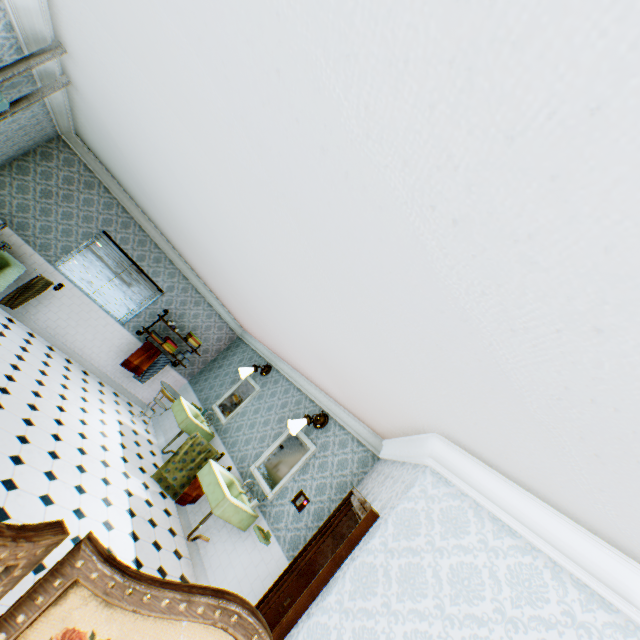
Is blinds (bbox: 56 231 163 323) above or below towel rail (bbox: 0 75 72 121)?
below

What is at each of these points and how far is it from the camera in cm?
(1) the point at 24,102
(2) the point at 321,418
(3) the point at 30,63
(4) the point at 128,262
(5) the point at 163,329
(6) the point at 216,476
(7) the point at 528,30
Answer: (1) towel rail, 323
(2) wall light, 545
(3) towel rail, 260
(4) blinds, 709
(5) building, 785
(6) hand sink, 471
(7) building, 56

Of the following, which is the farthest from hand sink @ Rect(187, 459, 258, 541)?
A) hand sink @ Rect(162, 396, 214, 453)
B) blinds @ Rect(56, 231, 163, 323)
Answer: blinds @ Rect(56, 231, 163, 323)

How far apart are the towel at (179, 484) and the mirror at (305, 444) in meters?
0.8

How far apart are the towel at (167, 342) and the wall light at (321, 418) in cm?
397

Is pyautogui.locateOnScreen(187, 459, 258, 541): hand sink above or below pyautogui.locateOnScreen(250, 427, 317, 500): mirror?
below

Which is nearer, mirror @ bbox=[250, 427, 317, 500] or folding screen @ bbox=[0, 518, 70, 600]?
folding screen @ bbox=[0, 518, 70, 600]

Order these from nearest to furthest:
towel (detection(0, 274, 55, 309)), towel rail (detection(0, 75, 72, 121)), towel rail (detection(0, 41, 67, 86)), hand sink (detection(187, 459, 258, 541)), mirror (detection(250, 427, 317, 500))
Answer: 1. towel rail (detection(0, 41, 67, 86))
2. towel rail (detection(0, 75, 72, 121))
3. hand sink (detection(187, 459, 258, 541))
4. mirror (detection(250, 427, 317, 500))
5. towel (detection(0, 274, 55, 309))
